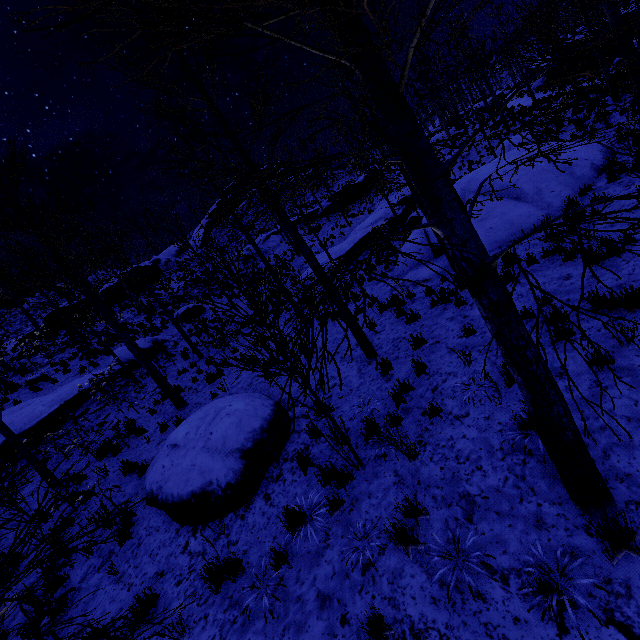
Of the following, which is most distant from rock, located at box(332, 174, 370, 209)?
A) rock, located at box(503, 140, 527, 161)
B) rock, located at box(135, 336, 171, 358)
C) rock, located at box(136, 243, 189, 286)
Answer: rock, located at box(503, 140, 527, 161)

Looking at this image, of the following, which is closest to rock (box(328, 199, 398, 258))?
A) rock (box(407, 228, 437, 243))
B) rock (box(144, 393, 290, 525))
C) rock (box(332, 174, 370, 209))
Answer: rock (box(332, 174, 370, 209))

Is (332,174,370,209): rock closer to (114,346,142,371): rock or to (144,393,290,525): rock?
(114,346,142,371): rock

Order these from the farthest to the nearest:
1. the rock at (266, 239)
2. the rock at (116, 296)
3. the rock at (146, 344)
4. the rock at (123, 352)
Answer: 1. the rock at (266, 239)
2. the rock at (116, 296)
3. the rock at (146, 344)
4. the rock at (123, 352)

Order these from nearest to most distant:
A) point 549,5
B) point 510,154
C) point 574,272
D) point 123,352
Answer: point 574,272 < point 510,154 < point 123,352 < point 549,5

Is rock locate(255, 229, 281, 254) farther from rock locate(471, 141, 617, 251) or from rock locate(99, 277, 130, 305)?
rock locate(471, 141, 617, 251)

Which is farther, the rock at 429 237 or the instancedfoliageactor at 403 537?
the rock at 429 237

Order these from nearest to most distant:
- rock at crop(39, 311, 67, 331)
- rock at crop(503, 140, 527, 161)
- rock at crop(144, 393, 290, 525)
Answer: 1. rock at crop(144, 393, 290, 525)
2. rock at crop(503, 140, 527, 161)
3. rock at crop(39, 311, 67, 331)
